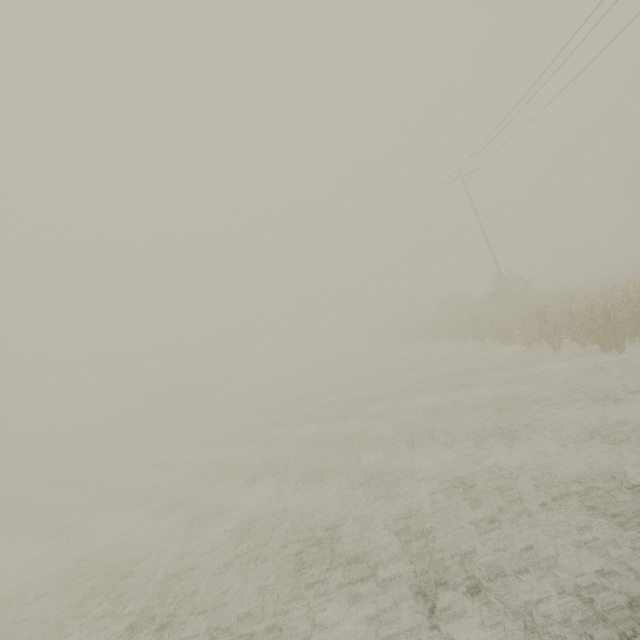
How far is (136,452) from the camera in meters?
23.3

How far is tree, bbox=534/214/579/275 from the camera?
57.51m

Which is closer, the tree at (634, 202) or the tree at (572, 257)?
the tree at (634, 202)

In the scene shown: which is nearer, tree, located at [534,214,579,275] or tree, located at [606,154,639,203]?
tree, located at [606,154,639,203]

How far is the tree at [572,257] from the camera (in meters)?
57.51
